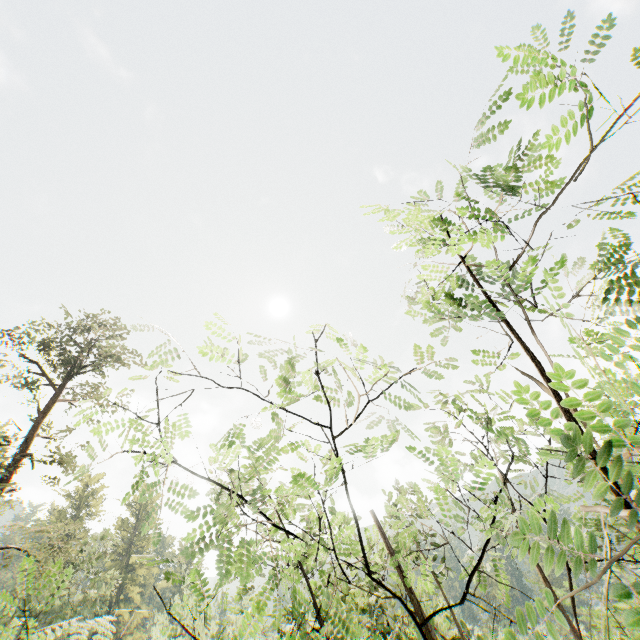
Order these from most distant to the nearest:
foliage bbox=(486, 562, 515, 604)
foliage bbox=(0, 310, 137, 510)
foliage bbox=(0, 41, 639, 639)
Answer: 1. foliage bbox=(0, 310, 137, 510)
2. foliage bbox=(486, 562, 515, 604)
3. foliage bbox=(0, 41, 639, 639)

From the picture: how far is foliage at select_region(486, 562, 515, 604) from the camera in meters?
3.5

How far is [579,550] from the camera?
1.2 meters

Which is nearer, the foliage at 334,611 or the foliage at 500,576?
the foliage at 334,611

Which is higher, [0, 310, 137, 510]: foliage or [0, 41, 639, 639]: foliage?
[0, 310, 137, 510]: foliage

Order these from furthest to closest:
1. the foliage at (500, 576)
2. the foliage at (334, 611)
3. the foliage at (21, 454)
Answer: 1. the foliage at (21, 454)
2. the foliage at (500, 576)
3. the foliage at (334, 611)

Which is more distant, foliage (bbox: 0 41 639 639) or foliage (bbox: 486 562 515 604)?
foliage (bbox: 486 562 515 604)
